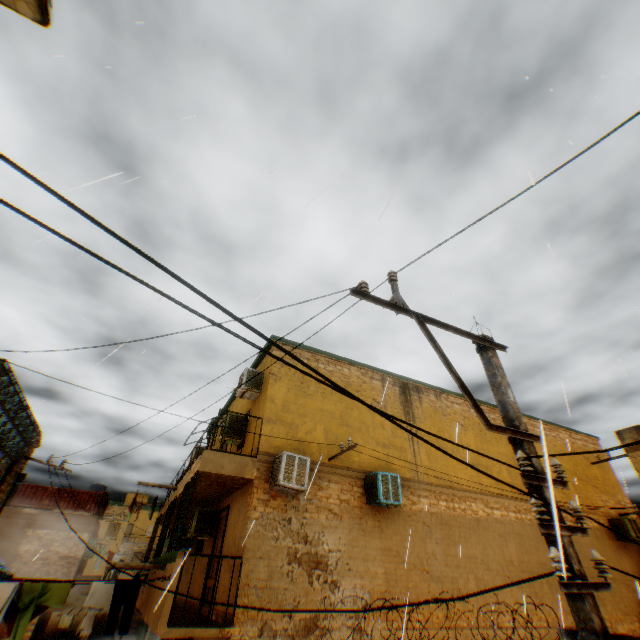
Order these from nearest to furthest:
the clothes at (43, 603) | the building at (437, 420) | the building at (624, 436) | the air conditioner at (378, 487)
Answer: the clothes at (43, 603)
the air conditioner at (378, 487)
the building at (437, 420)
the building at (624, 436)

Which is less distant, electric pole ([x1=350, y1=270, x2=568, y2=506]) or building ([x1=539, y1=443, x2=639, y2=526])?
electric pole ([x1=350, y1=270, x2=568, y2=506])

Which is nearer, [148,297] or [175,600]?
[175,600]

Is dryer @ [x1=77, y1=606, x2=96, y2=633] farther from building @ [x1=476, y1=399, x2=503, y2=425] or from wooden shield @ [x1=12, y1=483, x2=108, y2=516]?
wooden shield @ [x1=12, y1=483, x2=108, y2=516]

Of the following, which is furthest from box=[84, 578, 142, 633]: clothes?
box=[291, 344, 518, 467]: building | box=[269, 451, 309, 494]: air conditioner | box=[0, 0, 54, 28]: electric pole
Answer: box=[269, 451, 309, 494]: air conditioner

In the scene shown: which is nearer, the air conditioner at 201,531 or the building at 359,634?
the building at 359,634

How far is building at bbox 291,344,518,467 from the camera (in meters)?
11.97

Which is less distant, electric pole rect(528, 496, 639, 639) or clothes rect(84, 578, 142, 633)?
electric pole rect(528, 496, 639, 639)
